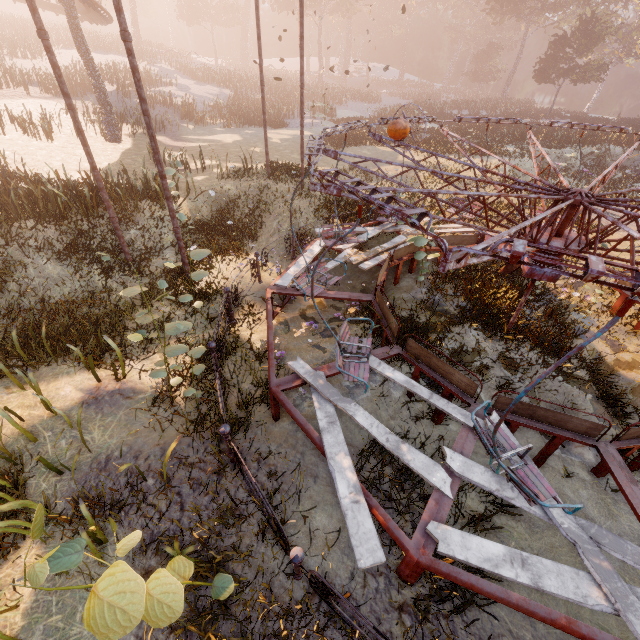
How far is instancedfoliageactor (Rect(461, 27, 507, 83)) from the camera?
51.2 meters

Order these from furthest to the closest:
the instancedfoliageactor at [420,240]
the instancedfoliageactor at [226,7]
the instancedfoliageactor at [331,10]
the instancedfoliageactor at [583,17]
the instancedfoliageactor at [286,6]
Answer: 1. the instancedfoliageactor at [286,6]
2. the instancedfoliageactor at [583,17]
3. the instancedfoliageactor at [331,10]
4. the instancedfoliageactor at [226,7]
5. the instancedfoliageactor at [420,240]

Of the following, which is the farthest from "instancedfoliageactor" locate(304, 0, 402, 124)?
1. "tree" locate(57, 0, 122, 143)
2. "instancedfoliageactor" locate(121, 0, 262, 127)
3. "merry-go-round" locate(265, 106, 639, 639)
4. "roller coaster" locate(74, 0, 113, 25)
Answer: "roller coaster" locate(74, 0, 113, 25)

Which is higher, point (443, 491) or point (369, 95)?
point (369, 95)

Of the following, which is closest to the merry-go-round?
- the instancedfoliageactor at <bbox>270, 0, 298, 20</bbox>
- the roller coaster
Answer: the roller coaster

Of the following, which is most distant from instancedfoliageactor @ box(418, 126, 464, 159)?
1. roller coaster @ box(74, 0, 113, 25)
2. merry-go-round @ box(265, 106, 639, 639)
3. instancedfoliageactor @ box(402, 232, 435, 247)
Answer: instancedfoliageactor @ box(402, 232, 435, 247)

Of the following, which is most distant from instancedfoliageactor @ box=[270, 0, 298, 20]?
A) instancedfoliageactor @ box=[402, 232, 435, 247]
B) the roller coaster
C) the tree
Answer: instancedfoliageactor @ box=[402, 232, 435, 247]

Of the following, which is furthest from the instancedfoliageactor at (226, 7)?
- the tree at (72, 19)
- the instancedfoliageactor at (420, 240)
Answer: the instancedfoliageactor at (420, 240)
